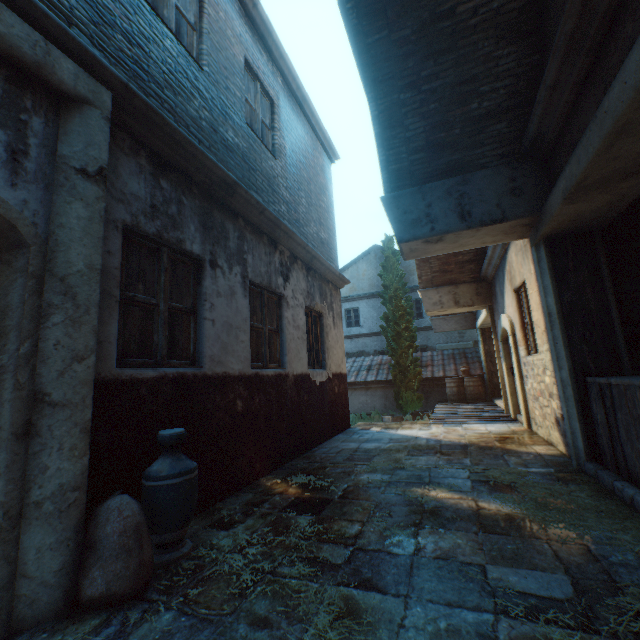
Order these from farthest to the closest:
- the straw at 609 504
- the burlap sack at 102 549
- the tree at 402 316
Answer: the tree at 402 316 → the straw at 609 504 → the burlap sack at 102 549

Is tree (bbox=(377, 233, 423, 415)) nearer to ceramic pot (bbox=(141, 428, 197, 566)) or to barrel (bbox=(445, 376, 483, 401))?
barrel (bbox=(445, 376, 483, 401))

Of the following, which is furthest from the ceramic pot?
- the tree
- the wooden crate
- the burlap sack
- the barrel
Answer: the barrel

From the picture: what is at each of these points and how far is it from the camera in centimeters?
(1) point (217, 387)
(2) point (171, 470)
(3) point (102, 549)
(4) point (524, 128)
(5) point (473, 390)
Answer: (1) building, 381cm
(2) ceramic pot, 251cm
(3) burlap sack, 203cm
(4) building, 402cm
(5) barrel, 1273cm

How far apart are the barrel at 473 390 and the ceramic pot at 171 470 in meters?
12.2 m

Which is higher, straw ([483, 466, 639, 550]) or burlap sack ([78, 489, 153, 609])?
burlap sack ([78, 489, 153, 609])

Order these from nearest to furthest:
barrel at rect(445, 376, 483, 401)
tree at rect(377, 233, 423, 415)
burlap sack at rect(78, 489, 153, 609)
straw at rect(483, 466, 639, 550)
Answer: burlap sack at rect(78, 489, 153, 609) → straw at rect(483, 466, 639, 550) → barrel at rect(445, 376, 483, 401) → tree at rect(377, 233, 423, 415)

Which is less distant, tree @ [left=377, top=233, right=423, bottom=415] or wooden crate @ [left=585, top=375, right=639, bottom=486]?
wooden crate @ [left=585, top=375, right=639, bottom=486]
